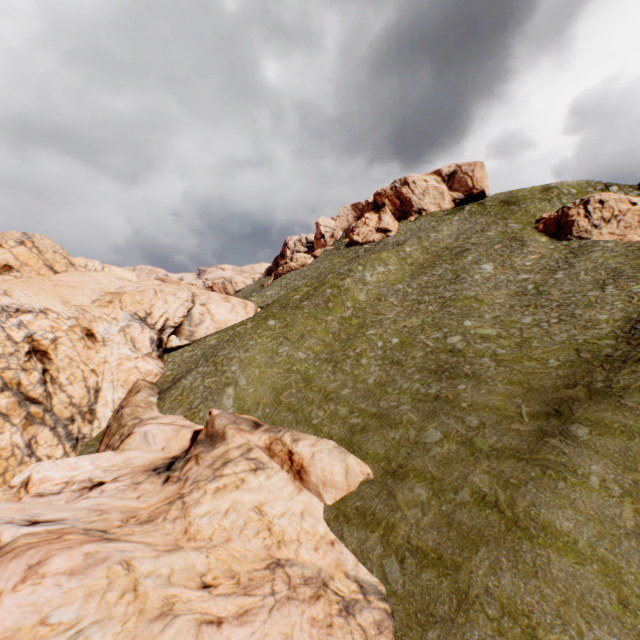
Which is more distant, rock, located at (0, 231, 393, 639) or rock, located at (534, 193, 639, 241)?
rock, located at (534, 193, 639, 241)

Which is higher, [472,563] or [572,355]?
[572,355]

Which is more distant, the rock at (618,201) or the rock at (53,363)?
the rock at (618,201)

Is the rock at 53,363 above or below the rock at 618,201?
below

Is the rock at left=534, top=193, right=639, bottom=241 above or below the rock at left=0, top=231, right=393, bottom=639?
above
